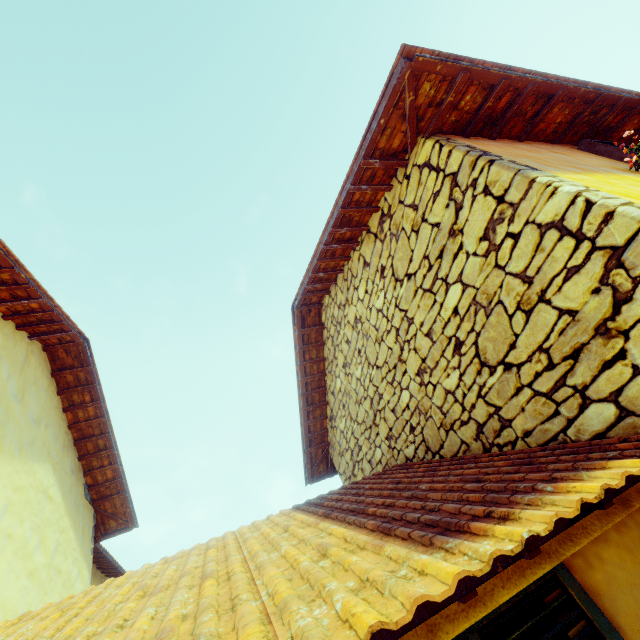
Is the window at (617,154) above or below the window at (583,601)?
above

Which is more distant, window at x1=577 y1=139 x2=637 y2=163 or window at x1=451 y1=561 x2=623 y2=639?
Answer: window at x1=577 y1=139 x2=637 y2=163

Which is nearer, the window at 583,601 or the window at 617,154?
the window at 583,601

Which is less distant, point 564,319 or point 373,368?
point 564,319

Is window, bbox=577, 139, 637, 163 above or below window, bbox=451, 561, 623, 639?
above
